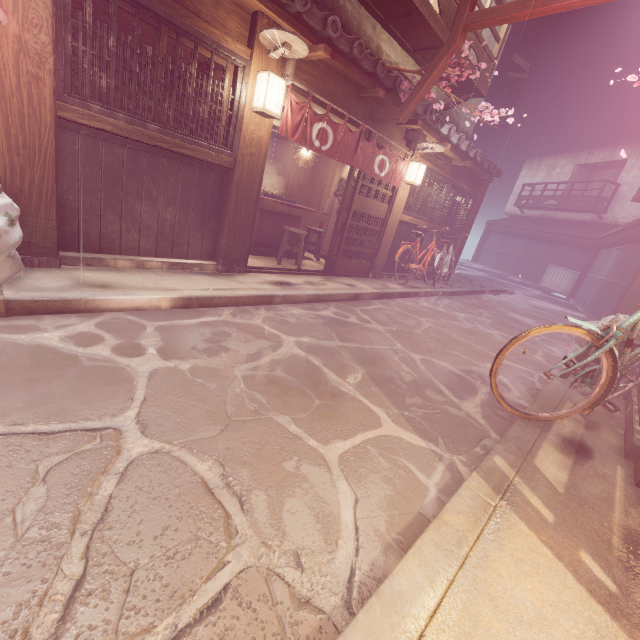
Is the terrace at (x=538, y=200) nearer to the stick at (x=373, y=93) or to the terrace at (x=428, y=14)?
the terrace at (x=428, y=14)

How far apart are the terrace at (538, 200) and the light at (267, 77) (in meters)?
38.30

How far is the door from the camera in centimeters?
1141cm

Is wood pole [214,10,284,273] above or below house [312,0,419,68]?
below

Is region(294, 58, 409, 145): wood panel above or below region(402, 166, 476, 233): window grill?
above

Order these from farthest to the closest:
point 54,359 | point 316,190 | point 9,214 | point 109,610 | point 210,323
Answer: point 316,190
point 210,323
point 9,214
point 54,359
point 109,610

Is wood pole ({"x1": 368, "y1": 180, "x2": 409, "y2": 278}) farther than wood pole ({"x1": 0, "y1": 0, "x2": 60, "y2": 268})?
Yes

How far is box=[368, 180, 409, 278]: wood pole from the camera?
12.97m
